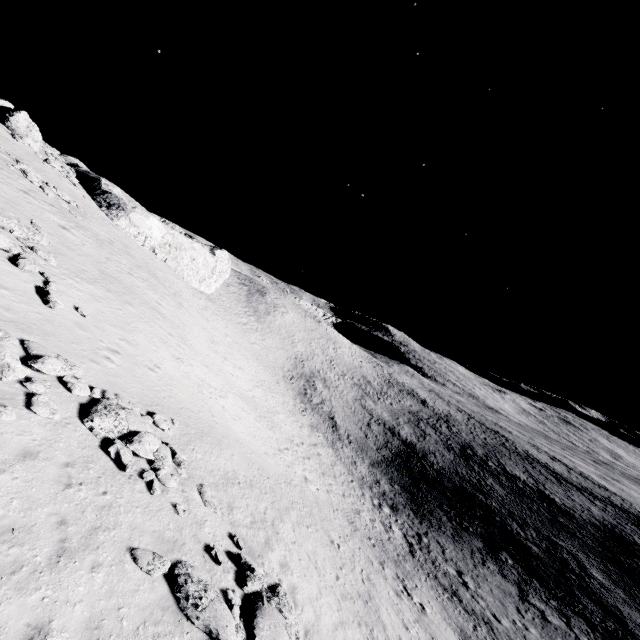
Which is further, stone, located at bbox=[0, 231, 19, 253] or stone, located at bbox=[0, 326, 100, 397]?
stone, located at bbox=[0, 231, 19, 253]

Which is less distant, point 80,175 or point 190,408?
point 190,408

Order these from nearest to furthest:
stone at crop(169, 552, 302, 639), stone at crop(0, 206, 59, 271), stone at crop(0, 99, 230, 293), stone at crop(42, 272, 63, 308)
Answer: stone at crop(169, 552, 302, 639)
stone at crop(42, 272, 63, 308)
stone at crop(0, 206, 59, 271)
stone at crop(0, 99, 230, 293)

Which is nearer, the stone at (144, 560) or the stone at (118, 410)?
the stone at (144, 560)

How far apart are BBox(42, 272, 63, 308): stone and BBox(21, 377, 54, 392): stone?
5.1 meters

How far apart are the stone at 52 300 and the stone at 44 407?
5.1 meters

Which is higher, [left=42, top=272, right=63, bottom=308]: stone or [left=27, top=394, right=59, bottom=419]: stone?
[left=42, top=272, right=63, bottom=308]: stone
